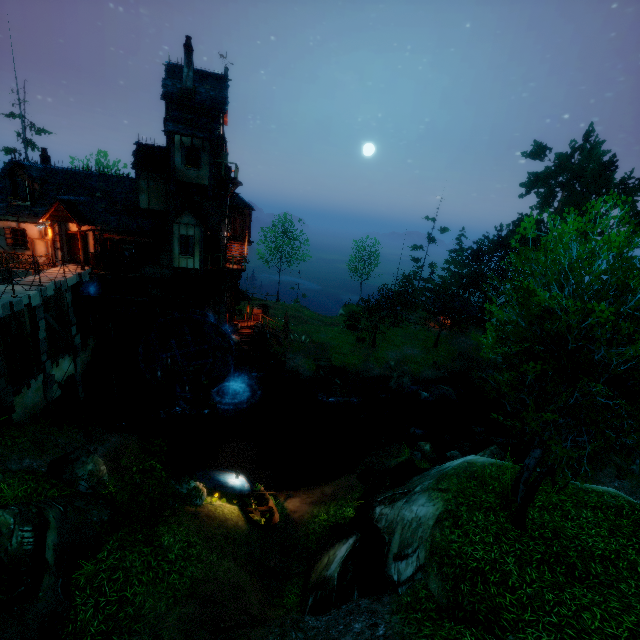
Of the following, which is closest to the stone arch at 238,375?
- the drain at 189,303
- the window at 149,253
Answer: the drain at 189,303

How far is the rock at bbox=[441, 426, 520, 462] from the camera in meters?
18.0

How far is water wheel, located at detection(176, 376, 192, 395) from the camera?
23.6 meters

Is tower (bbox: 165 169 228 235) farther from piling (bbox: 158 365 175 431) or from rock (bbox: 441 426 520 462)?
rock (bbox: 441 426 520 462)

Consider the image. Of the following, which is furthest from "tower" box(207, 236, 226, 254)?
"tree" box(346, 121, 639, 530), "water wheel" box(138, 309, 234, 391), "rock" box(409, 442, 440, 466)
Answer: "rock" box(409, 442, 440, 466)

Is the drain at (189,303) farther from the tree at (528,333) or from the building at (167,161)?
the tree at (528,333)

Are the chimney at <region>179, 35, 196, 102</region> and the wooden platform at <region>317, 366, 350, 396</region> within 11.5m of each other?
no

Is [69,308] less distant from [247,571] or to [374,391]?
[247,571]
